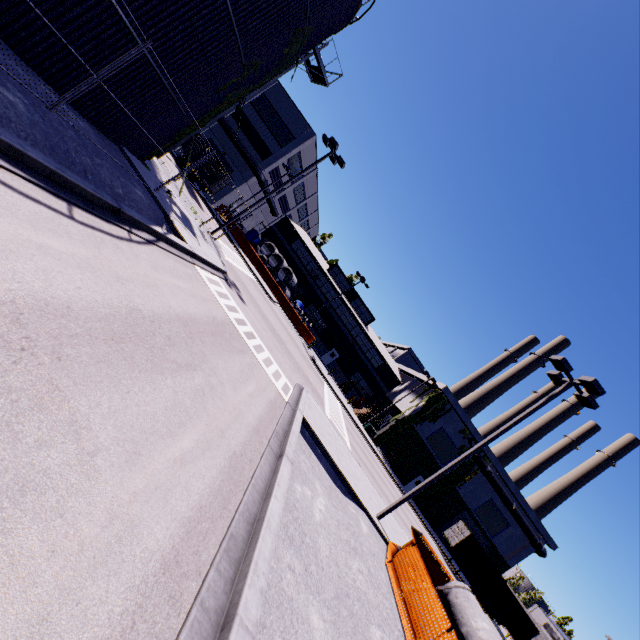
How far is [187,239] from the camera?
13.1 meters

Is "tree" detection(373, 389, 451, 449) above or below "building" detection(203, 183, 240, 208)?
above

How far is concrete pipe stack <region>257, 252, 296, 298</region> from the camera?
40.1m

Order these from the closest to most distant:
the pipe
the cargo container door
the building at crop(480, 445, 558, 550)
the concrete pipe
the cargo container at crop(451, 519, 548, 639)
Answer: the cargo container at crop(451, 519, 548, 639)
the cargo container door
the pipe
the building at crop(480, 445, 558, 550)
the concrete pipe

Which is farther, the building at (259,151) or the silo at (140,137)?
the building at (259,151)

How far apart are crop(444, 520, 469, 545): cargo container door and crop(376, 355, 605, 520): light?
23.72m

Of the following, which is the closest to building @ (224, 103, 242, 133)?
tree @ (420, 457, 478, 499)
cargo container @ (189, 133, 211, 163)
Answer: tree @ (420, 457, 478, 499)

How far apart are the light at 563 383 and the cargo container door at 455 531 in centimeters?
2372cm
